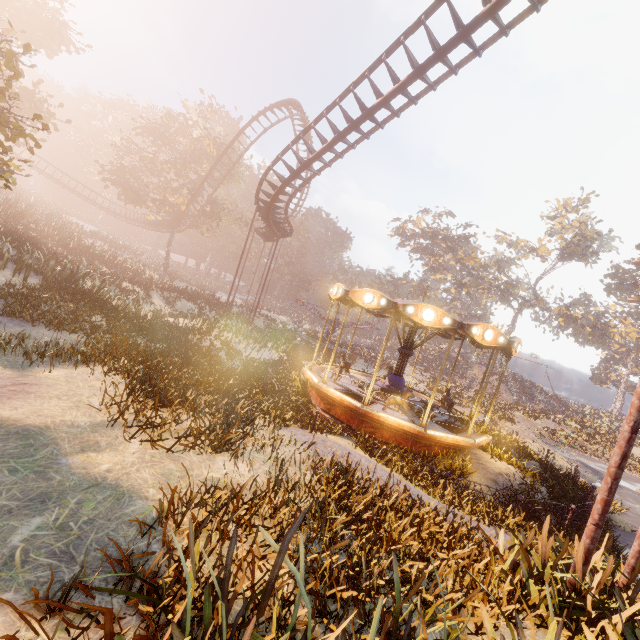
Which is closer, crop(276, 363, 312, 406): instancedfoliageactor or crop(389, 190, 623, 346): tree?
crop(276, 363, 312, 406): instancedfoliageactor

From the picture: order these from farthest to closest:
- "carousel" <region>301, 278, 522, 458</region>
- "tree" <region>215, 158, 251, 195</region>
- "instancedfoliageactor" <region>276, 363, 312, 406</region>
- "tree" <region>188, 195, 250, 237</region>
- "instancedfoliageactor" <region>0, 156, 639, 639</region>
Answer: "tree" <region>215, 158, 251, 195</region>, "tree" <region>188, 195, 250, 237</region>, "instancedfoliageactor" <region>276, 363, 312, 406</region>, "carousel" <region>301, 278, 522, 458</region>, "instancedfoliageactor" <region>0, 156, 639, 639</region>

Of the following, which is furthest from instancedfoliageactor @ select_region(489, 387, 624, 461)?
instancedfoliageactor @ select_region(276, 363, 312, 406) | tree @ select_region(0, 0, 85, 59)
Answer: tree @ select_region(0, 0, 85, 59)

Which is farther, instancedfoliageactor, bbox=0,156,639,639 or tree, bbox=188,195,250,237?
tree, bbox=188,195,250,237

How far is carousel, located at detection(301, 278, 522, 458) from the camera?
10.1m

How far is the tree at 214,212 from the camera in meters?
36.7

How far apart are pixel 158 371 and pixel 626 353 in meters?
78.2

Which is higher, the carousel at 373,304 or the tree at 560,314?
the tree at 560,314
